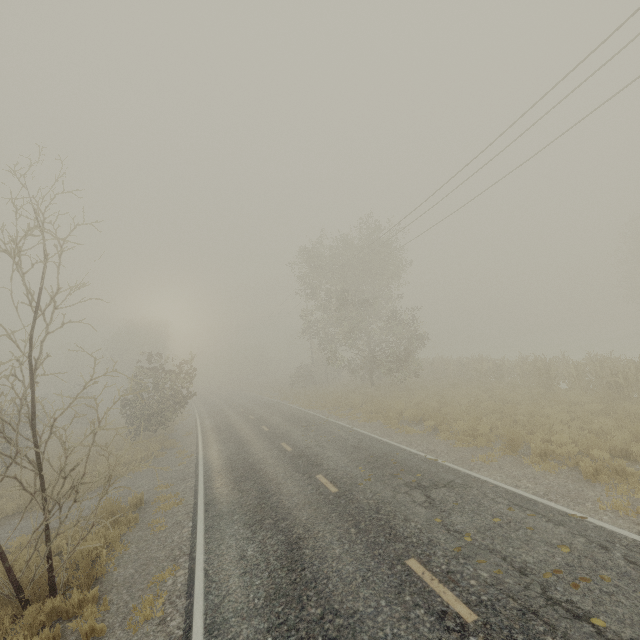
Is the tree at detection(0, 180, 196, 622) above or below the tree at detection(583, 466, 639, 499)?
above

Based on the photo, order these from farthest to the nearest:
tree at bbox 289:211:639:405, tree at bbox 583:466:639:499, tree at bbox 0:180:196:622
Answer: tree at bbox 289:211:639:405 < tree at bbox 583:466:639:499 < tree at bbox 0:180:196:622

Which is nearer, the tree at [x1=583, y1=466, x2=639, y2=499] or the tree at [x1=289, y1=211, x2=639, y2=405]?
the tree at [x1=583, y1=466, x2=639, y2=499]

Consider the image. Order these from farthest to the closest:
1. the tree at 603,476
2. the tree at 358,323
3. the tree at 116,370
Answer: the tree at 358,323
the tree at 603,476
the tree at 116,370

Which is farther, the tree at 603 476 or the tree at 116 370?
the tree at 603 476

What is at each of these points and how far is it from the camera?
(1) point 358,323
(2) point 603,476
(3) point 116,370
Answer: (1) tree, 23.5 meters
(2) tree, 7.8 meters
(3) tree, 8.2 meters
